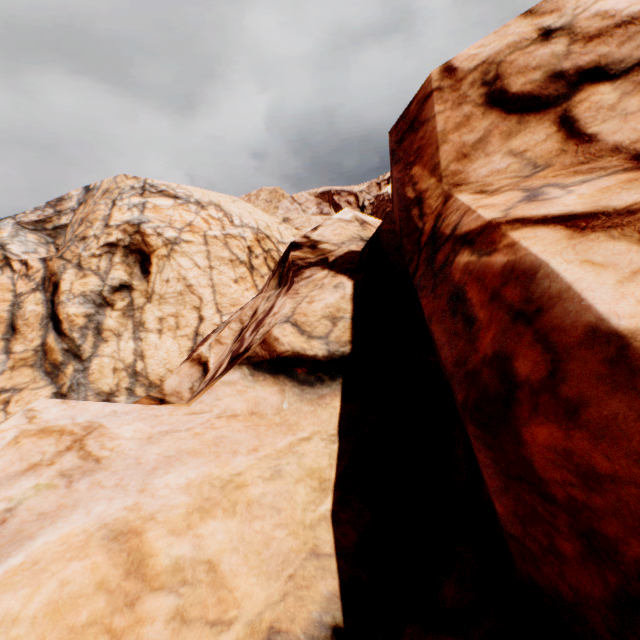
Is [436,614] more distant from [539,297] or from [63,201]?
[63,201]
